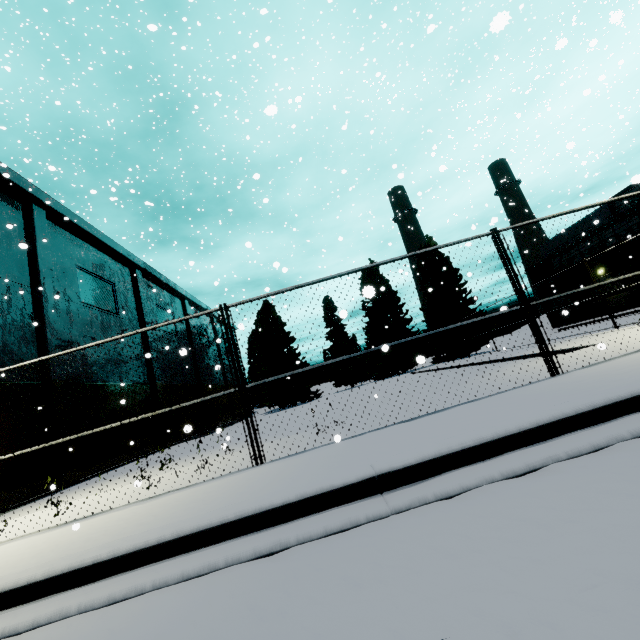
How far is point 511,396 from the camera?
5.2 meters
